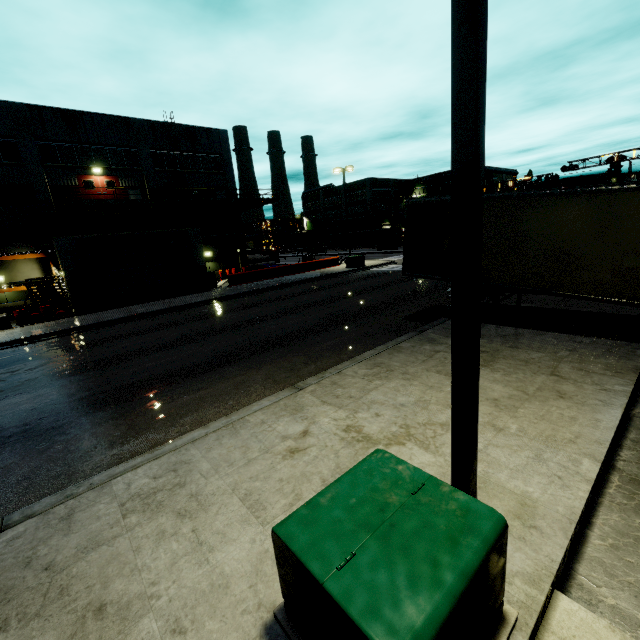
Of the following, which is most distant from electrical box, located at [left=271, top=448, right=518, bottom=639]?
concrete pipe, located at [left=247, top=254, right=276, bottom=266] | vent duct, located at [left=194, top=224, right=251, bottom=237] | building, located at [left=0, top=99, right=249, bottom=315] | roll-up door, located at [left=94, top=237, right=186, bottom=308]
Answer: concrete pipe, located at [left=247, top=254, right=276, bottom=266]

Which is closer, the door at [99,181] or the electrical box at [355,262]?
the door at [99,181]

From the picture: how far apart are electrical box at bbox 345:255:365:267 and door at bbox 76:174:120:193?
20.8 meters

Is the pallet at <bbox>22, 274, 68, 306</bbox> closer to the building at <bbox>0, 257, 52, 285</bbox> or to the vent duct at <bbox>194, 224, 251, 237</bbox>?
the building at <bbox>0, 257, 52, 285</bbox>

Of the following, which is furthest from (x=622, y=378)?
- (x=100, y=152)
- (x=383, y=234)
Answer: (x=383, y=234)

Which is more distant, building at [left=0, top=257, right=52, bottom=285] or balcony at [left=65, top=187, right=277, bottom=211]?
balcony at [left=65, top=187, right=277, bottom=211]

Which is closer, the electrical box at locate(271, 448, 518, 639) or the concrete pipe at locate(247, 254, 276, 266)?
the electrical box at locate(271, 448, 518, 639)

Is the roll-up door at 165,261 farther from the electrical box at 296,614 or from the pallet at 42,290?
the electrical box at 296,614
